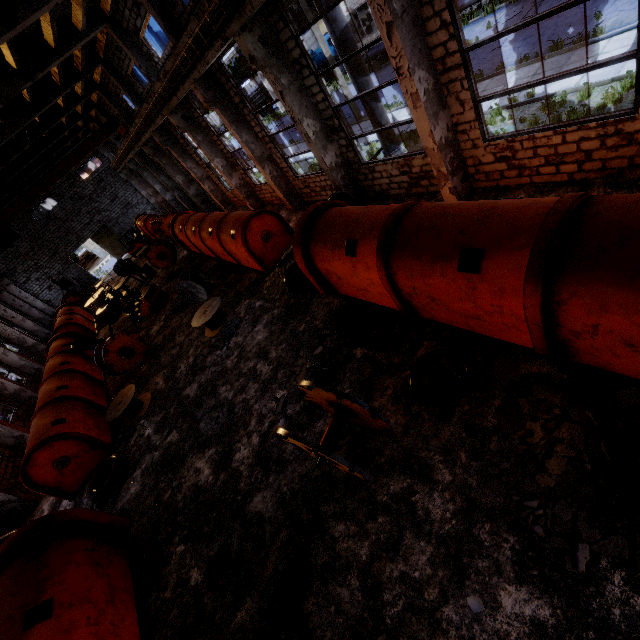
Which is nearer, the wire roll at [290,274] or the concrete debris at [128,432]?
the wire roll at [290,274]

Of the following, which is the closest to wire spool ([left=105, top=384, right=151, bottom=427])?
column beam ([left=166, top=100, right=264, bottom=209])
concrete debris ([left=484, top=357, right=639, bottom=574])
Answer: concrete debris ([left=484, top=357, right=639, bottom=574])

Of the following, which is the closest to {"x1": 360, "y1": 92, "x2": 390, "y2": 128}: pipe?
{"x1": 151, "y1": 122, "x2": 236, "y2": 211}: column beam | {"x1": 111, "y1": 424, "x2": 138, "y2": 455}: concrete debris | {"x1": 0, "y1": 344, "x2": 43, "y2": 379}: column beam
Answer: {"x1": 151, "y1": 122, "x2": 236, "y2": 211}: column beam

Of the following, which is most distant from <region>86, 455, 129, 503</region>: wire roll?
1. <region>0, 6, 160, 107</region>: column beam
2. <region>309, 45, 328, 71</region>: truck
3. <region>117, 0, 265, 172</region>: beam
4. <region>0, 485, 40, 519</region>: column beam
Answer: <region>309, 45, 328, 71</region>: truck

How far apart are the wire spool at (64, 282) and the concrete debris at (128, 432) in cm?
1572

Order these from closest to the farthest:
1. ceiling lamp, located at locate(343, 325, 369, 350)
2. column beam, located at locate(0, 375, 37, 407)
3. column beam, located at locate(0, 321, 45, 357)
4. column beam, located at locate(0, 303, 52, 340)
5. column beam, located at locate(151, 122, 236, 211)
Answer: ceiling lamp, located at locate(343, 325, 369, 350) → column beam, located at locate(0, 375, 37, 407) → column beam, located at locate(151, 122, 236, 211) → column beam, located at locate(0, 321, 45, 357) → column beam, located at locate(0, 303, 52, 340)

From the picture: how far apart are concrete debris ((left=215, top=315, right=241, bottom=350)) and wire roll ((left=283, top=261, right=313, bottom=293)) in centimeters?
236cm

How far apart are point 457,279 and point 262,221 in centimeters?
935cm
